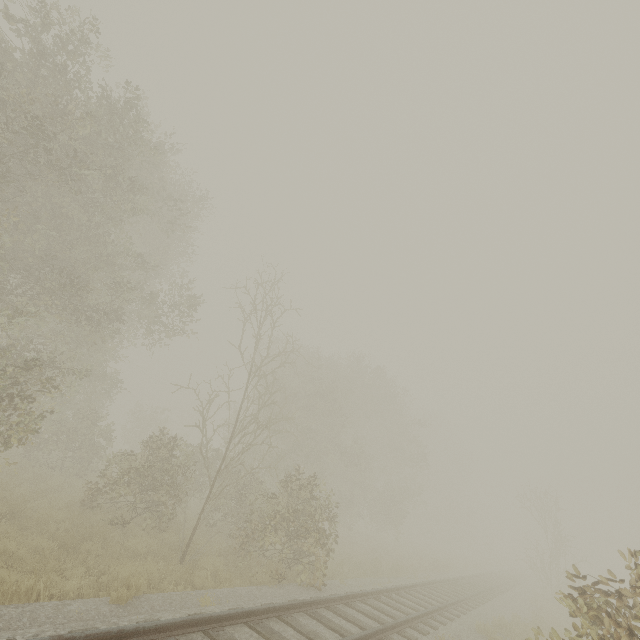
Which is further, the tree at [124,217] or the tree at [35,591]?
the tree at [124,217]

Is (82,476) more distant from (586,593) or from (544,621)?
(544,621)

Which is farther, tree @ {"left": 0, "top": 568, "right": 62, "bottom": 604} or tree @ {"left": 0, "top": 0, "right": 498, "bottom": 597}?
tree @ {"left": 0, "top": 0, "right": 498, "bottom": 597}
